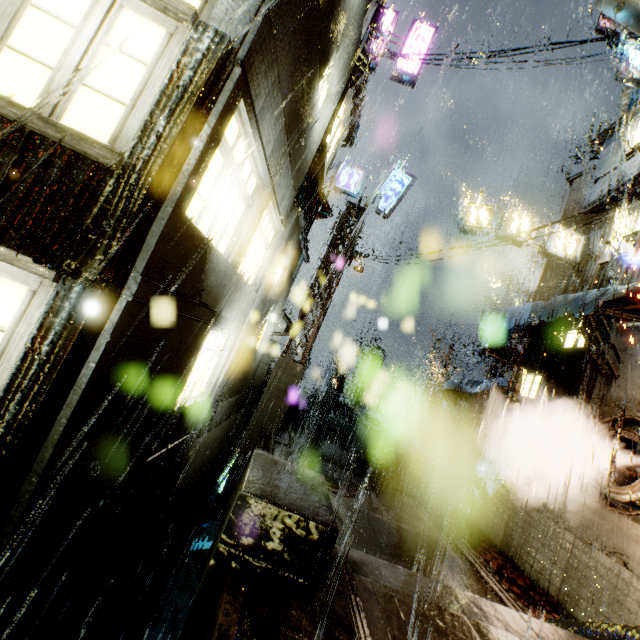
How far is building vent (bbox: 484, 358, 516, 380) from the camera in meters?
20.3 m

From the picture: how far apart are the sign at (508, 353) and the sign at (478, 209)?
4.5 meters

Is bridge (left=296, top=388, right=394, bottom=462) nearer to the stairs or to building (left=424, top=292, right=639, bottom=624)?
building (left=424, top=292, right=639, bottom=624)

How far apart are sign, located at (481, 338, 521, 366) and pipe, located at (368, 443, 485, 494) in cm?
491

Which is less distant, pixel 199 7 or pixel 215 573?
pixel 215 573

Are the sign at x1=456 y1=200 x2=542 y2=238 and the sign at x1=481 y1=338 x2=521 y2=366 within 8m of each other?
yes

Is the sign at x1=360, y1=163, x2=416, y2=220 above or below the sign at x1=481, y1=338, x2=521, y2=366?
above

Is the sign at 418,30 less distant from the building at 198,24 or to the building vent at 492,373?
the building at 198,24
